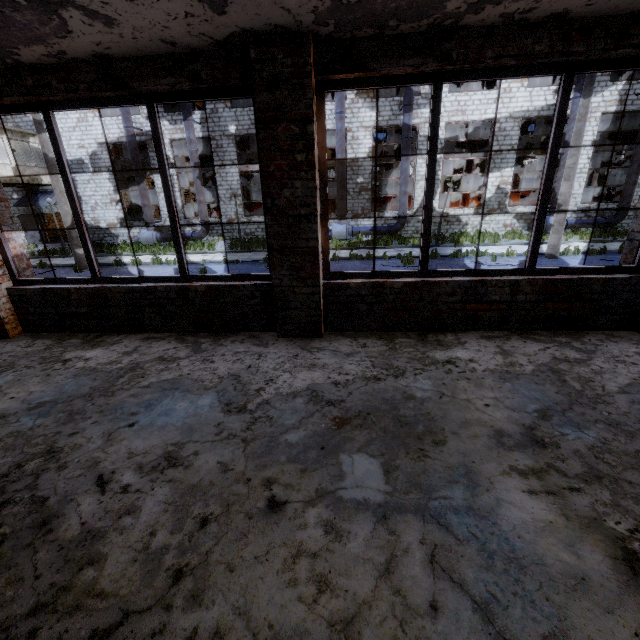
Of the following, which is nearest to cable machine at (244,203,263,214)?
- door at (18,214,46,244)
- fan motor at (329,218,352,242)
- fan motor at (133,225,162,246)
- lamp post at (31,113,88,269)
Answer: fan motor at (329,218,352,242)

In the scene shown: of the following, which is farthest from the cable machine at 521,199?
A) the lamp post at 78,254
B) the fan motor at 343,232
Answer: the lamp post at 78,254

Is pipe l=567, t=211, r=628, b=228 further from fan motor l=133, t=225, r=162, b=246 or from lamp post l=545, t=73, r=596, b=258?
fan motor l=133, t=225, r=162, b=246

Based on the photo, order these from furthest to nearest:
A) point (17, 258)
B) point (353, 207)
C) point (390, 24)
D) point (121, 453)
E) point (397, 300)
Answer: point (353, 207)
point (17, 258)
point (397, 300)
point (390, 24)
point (121, 453)

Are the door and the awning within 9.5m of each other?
yes

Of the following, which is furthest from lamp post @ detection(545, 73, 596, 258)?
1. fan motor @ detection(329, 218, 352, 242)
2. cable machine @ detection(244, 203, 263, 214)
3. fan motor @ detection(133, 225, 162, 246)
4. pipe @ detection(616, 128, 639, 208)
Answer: fan motor @ detection(133, 225, 162, 246)

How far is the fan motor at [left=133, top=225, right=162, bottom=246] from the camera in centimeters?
2245cm

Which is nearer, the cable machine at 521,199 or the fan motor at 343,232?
the fan motor at 343,232
